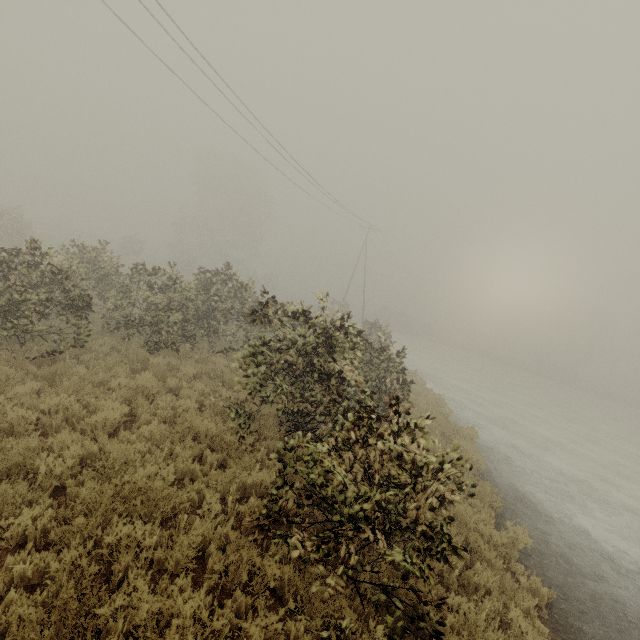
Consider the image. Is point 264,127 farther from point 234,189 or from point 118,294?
point 234,189
